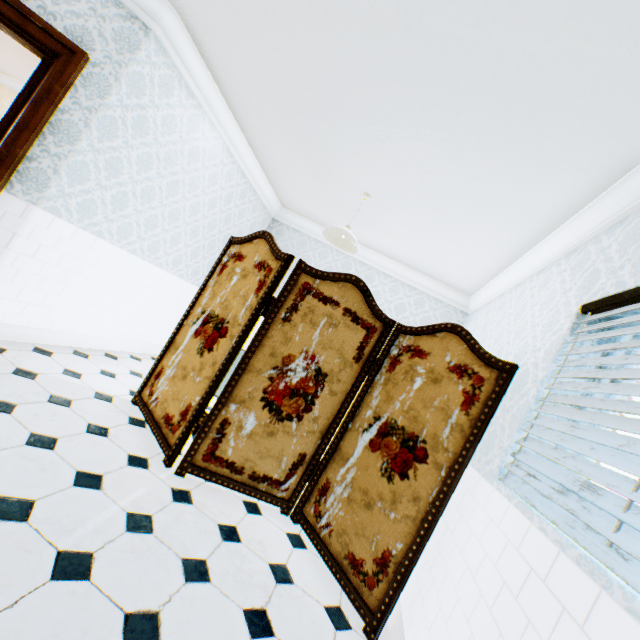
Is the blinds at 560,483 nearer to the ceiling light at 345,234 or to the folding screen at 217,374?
the folding screen at 217,374

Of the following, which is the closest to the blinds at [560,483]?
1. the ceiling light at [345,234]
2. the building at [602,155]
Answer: the building at [602,155]

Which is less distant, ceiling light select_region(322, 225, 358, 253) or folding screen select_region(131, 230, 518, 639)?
folding screen select_region(131, 230, 518, 639)

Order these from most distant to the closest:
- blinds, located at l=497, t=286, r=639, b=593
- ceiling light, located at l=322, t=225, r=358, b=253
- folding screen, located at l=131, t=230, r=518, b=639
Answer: ceiling light, located at l=322, t=225, r=358, b=253 < folding screen, located at l=131, t=230, r=518, b=639 < blinds, located at l=497, t=286, r=639, b=593

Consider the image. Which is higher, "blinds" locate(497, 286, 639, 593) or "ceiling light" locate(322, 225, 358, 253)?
"ceiling light" locate(322, 225, 358, 253)

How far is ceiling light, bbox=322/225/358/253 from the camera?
3.6 meters

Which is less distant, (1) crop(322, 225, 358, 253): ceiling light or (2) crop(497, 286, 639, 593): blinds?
(2) crop(497, 286, 639, 593): blinds

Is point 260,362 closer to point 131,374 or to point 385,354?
point 385,354
